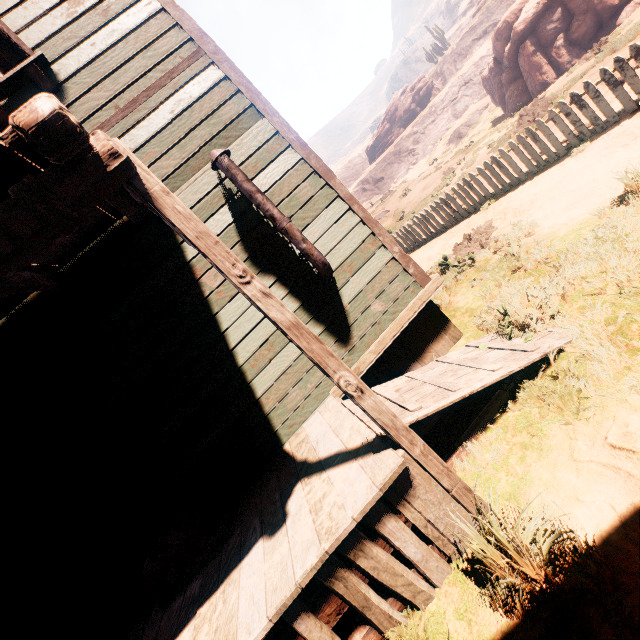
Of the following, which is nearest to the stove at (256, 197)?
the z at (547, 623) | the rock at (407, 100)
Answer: the z at (547, 623)

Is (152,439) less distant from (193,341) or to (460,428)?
(193,341)

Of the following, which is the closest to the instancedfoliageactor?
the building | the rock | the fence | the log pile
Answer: the building

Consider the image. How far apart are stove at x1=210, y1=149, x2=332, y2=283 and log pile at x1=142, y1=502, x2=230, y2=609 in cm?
277

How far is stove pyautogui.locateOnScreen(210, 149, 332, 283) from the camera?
3.5 meters

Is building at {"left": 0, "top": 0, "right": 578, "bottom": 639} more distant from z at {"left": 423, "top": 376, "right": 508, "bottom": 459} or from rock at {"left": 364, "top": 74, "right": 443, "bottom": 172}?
rock at {"left": 364, "top": 74, "right": 443, "bottom": 172}

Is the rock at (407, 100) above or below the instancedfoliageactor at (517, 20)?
above

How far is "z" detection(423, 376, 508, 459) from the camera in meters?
3.2
